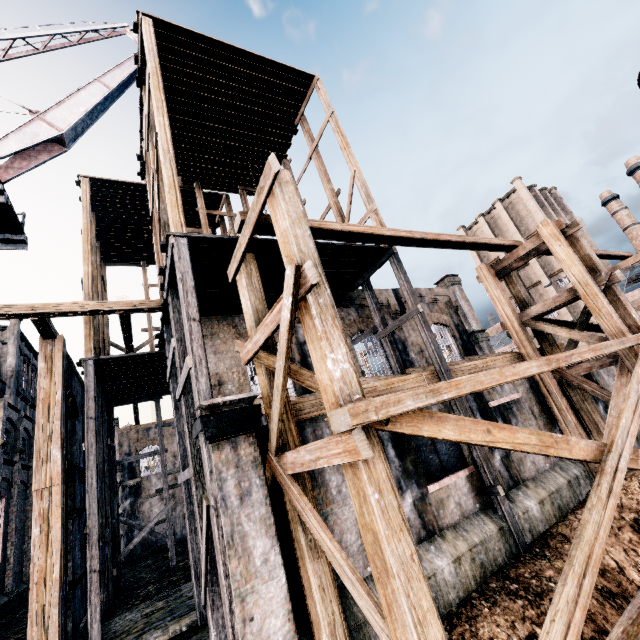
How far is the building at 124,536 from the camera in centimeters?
2789cm

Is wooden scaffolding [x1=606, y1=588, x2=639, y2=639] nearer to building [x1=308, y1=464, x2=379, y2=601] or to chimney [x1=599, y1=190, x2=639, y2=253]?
building [x1=308, y1=464, x2=379, y2=601]

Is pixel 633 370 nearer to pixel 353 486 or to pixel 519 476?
pixel 519 476

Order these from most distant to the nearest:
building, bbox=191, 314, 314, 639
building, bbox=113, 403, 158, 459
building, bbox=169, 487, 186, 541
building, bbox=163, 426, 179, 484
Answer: building, bbox=163, 426, 179, 484
building, bbox=113, 403, 158, 459
building, bbox=169, 487, 186, 541
building, bbox=191, 314, 314, 639

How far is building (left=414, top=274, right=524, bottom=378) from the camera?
13.9m

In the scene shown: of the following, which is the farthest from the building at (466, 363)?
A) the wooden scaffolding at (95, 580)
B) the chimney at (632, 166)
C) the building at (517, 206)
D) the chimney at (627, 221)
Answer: the chimney at (627, 221)
